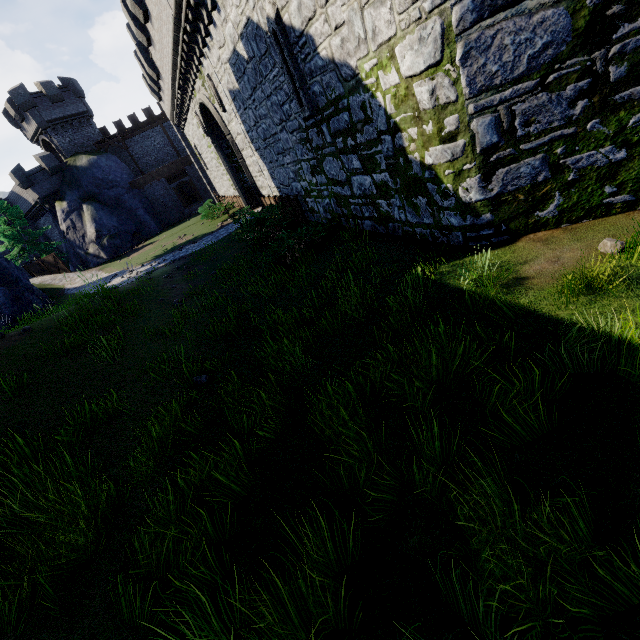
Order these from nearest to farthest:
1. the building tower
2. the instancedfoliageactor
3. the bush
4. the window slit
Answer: the instancedfoliageactor, the window slit, the bush, the building tower

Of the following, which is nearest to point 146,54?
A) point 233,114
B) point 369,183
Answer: point 233,114

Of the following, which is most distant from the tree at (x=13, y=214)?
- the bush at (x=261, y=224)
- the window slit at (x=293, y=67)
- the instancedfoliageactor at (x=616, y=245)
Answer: the instancedfoliageactor at (x=616, y=245)

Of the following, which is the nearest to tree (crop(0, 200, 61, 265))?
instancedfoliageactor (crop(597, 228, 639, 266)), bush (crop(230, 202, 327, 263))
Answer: → bush (crop(230, 202, 327, 263))

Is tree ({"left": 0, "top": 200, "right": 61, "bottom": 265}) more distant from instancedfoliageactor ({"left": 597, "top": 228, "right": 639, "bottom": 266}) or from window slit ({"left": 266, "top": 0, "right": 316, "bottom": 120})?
instancedfoliageactor ({"left": 597, "top": 228, "right": 639, "bottom": 266})

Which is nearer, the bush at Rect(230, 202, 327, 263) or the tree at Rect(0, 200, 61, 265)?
the bush at Rect(230, 202, 327, 263)

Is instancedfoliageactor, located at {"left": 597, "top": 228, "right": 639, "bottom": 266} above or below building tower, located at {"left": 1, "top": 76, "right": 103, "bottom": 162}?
below

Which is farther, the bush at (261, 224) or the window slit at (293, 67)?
the bush at (261, 224)
